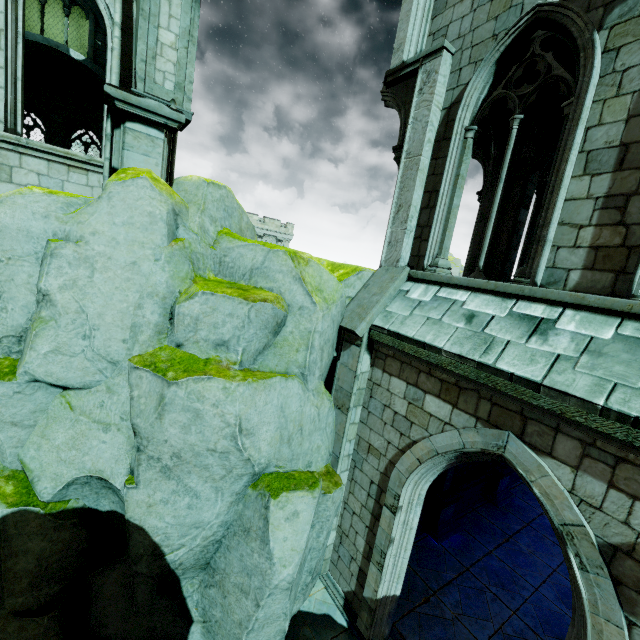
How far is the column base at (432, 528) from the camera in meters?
9.3 m

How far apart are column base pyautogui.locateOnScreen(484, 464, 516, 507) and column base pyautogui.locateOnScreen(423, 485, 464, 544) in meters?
2.1 m

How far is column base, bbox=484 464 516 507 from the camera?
11.3m

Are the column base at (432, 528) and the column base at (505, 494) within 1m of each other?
no

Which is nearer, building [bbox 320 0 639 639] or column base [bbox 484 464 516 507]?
building [bbox 320 0 639 639]

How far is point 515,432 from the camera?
4.50m

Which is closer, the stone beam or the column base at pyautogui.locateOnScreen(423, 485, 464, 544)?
the stone beam

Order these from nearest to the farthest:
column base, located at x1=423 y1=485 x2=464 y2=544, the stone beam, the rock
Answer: the rock, the stone beam, column base, located at x1=423 y1=485 x2=464 y2=544
